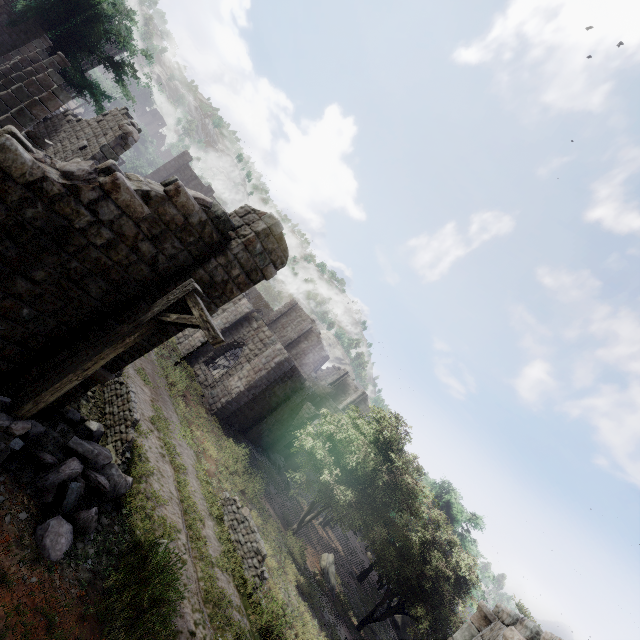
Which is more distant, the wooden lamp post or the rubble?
the rubble

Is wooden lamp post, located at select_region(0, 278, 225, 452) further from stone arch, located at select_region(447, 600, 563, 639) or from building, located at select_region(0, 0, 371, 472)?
stone arch, located at select_region(447, 600, 563, 639)

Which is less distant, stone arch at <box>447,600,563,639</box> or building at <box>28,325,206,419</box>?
stone arch at <box>447,600,563,639</box>

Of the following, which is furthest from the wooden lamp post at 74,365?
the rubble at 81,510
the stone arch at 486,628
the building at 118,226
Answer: the stone arch at 486,628

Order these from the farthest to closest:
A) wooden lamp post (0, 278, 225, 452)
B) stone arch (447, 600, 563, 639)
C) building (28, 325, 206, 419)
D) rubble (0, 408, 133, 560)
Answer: building (28, 325, 206, 419), rubble (0, 408, 133, 560), wooden lamp post (0, 278, 225, 452), stone arch (447, 600, 563, 639)

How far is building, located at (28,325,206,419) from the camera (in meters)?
7.41

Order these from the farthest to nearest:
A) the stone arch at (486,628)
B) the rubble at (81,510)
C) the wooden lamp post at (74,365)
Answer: the rubble at (81,510) → the wooden lamp post at (74,365) → the stone arch at (486,628)

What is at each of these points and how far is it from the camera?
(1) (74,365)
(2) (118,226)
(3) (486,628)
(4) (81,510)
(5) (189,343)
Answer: (1) wooden lamp post, 5.37m
(2) building, 6.05m
(3) stone arch, 7.81m
(4) rubble, 6.77m
(5) building, 22.48m
